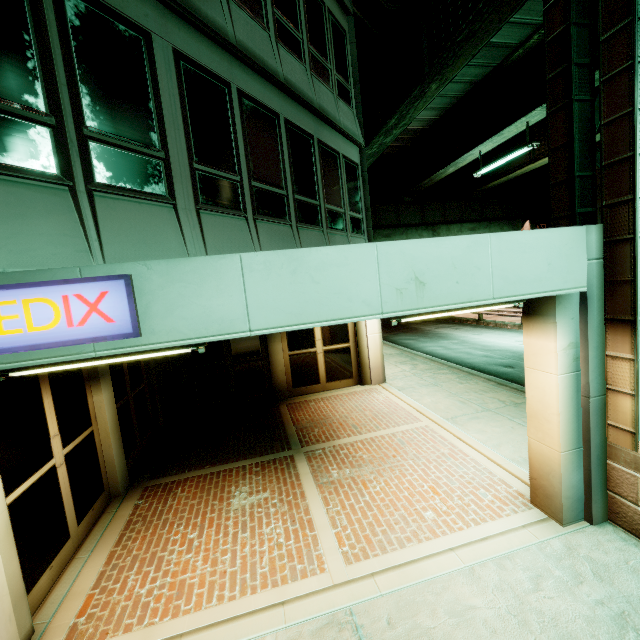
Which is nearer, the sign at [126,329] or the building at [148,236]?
the sign at [126,329]

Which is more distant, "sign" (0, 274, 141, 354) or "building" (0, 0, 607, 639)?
"building" (0, 0, 607, 639)

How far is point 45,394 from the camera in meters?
4.4 m
